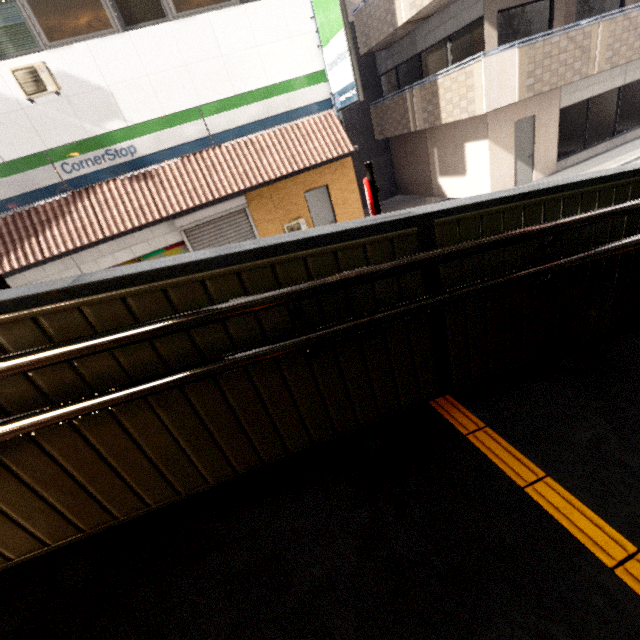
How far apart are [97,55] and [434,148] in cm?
1091

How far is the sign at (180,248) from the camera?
9.7 meters

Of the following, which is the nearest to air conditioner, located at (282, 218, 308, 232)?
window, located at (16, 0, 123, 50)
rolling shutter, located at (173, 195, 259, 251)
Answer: rolling shutter, located at (173, 195, 259, 251)

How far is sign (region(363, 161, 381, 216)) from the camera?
3.1 meters

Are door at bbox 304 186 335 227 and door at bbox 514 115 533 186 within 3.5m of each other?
no

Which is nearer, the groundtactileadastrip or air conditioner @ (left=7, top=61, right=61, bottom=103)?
the groundtactileadastrip

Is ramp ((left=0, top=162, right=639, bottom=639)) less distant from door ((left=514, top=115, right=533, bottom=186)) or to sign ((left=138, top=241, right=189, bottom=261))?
door ((left=514, top=115, right=533, bottom=186))

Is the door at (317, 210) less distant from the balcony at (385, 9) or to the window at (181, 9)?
the window at (181, 9)
